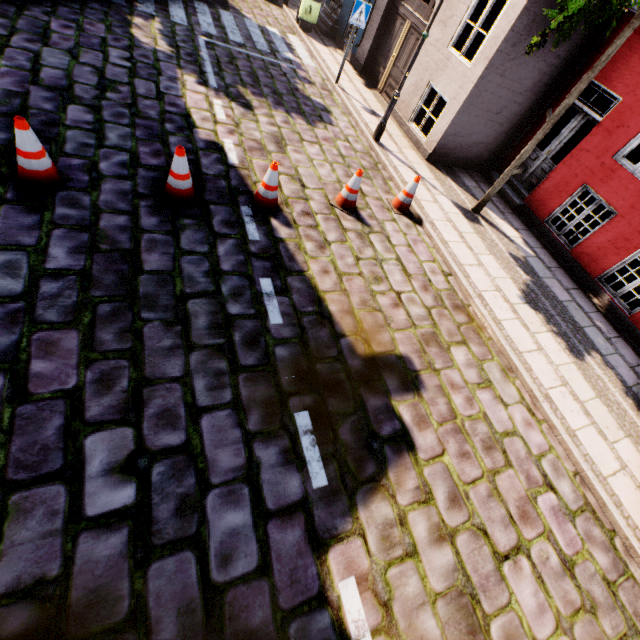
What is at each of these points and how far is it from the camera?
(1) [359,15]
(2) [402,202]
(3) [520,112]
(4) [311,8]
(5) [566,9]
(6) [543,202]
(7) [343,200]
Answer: (1) sign, 8.6 meters
(2) traffic cone, 6.8 meters
(3) building, 8.4 meters
(4) trash bin, 11.4 meters
(5) tree, 5.1 meters
(6) building, 8.5 meters
(7) traffic cone, 6.1 meters

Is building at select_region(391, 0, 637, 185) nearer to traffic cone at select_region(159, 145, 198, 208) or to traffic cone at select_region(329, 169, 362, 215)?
traffic cone at select_region(329, 169, 362, 215)

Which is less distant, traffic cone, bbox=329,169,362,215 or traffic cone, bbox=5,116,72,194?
traffic cone, bbox=5,116,72,194

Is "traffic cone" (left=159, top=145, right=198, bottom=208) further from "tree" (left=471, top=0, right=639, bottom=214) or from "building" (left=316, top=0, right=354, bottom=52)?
"building" (left=316, top=0, right=354, bottom=52)

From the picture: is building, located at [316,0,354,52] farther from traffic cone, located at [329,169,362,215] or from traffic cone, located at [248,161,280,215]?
traffic cone, located at [248,161,280,215]

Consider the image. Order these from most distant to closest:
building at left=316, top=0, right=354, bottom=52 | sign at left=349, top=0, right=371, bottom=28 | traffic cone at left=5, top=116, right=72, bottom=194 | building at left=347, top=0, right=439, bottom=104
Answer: building at left=316, top=0, right=354, bottom=52, building at left=347, top=0, right=439, bottom=104, sign at left=349, top=0, right=371, bottom=28, traffic cone at left=5, top=116, right=72, bottom=194

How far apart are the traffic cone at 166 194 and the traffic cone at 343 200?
2.4 meters

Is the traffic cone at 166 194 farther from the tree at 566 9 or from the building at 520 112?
the building at 520 112
